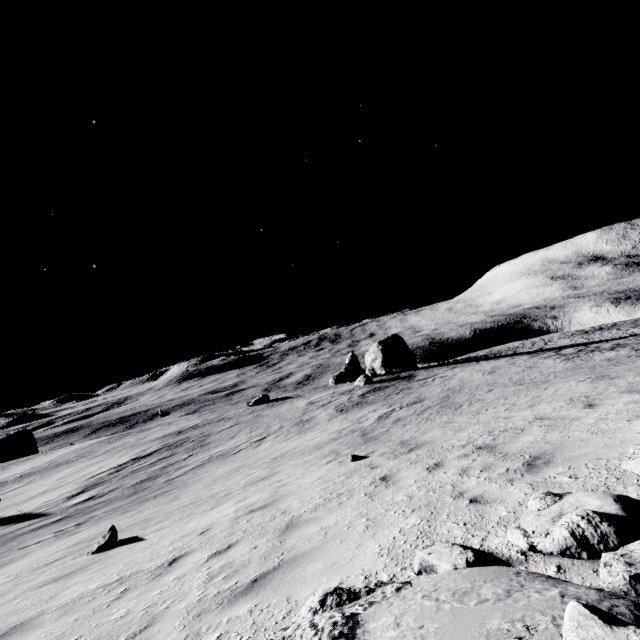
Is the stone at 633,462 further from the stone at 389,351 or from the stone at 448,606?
the stone at 389,351

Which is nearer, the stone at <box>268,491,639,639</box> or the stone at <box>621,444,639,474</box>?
the stone at <box>268,491,639,639</box>

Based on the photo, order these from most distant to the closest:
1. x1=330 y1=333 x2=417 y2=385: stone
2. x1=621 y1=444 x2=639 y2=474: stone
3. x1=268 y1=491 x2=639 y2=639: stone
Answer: x1=330 y1=333 x2=417 y2=385: stone, x1=621 y1=444 x2=639 y2=474: stone, x1=268 y1=491 x2=639 y2=639: stone

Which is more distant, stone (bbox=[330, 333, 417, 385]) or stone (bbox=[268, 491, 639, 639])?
stone (bbox=[330, 333, 417, 385])

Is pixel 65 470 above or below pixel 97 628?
below

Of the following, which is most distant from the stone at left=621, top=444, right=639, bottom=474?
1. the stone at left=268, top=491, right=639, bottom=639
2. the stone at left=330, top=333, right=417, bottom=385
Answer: the stone at left=330, top=333, right=417, bottom=385

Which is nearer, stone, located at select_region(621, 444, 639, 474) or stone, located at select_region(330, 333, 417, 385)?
stone, located at select_region(621, 444, 639, 474)

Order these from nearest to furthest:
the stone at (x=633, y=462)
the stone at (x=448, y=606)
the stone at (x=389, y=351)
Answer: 1. the stone at (x=448, y=606)
2. the stone at (x=633, y=462)
3. the stone at (x=389, y=351)
